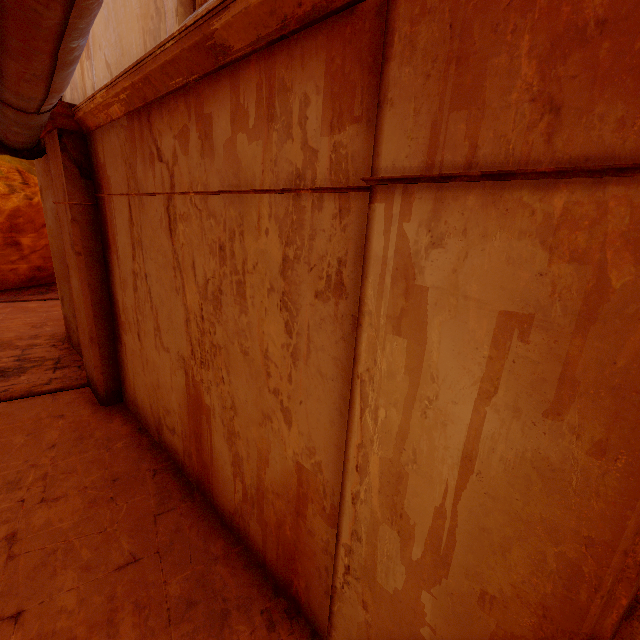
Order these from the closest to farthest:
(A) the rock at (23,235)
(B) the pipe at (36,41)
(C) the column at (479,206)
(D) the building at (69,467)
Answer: (C) the column at (479,206) < (B) the pipe at (36,41) < (D) the building at (69,467) < (A) the rock at (23,235)

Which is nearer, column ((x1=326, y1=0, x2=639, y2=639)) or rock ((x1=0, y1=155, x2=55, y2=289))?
column ((x1=326, y1=0, x2=639, y2=639))

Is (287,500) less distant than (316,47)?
No

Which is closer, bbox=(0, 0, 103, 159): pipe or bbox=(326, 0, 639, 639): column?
bbox=(326, 0, 639, 639): column

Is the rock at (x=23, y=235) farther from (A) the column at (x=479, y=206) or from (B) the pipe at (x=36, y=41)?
(A) the column at (x=479, y=206)

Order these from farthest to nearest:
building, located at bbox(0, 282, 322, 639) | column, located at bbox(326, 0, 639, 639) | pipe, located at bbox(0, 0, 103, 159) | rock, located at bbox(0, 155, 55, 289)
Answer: rock, located at bbox(0, 155, 55, 289) < building, located at bbox(0, 282, 322, 639) < pipe, located at bbox(0, 0, 103, 159) < column, located at bbox(326, 0, 639, 639)

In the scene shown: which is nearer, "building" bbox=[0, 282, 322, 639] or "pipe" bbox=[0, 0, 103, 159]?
"pipe" bbox=[0, 0, 103, 159]

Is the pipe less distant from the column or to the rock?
the column
